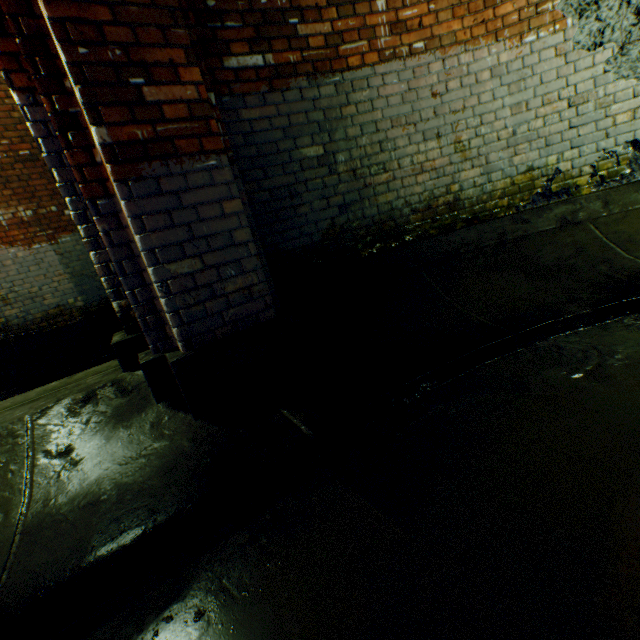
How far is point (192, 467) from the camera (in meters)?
1.57

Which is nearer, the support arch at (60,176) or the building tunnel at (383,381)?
the building tunnel at (383,381)

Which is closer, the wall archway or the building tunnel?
the building tunnel

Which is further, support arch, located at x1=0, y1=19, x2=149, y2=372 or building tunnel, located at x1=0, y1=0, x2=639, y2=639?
support arch, located at x1=0, y1=19, x2=149, y2=372

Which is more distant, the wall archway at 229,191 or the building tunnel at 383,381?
the wall archway at 229,191
